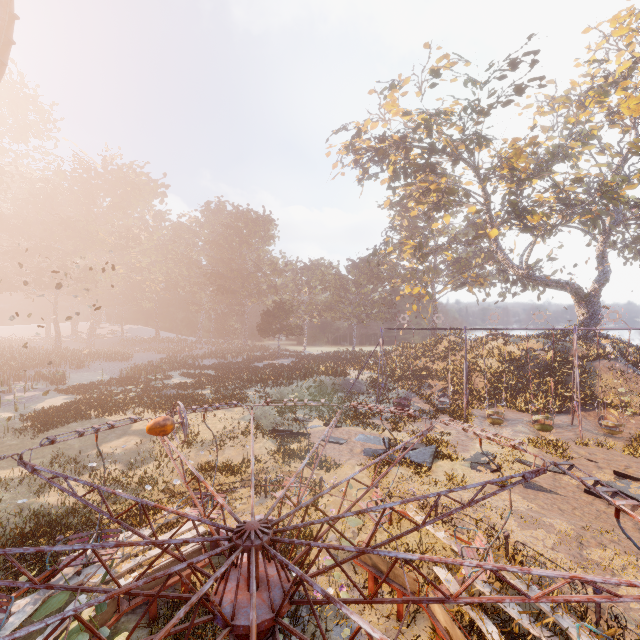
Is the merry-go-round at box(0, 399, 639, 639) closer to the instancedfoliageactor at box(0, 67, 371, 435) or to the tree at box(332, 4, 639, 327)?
the instancedfoliageactor at box(0, 67, 371, 435)

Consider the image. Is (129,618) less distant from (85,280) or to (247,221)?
(85,280)

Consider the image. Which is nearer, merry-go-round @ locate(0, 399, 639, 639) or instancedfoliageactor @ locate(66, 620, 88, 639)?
merry-go-round @ locate(0, 399, 639, 639)

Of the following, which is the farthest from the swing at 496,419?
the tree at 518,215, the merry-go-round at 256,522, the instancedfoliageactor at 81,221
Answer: the merry-go-round at 256,522

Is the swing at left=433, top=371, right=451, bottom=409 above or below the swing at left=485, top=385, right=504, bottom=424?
above

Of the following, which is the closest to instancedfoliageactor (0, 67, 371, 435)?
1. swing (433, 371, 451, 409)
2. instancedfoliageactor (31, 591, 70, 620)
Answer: swing (433, 371, 451, 409)

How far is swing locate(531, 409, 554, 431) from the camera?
18.4m

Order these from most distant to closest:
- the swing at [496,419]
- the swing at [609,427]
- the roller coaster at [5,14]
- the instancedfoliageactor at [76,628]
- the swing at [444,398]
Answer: the swing at [444,398] → the swing at [496,419] → the swing at [609,427] → the roller coaster at [5,14] → the instancedfoliageactor at [76,628]
